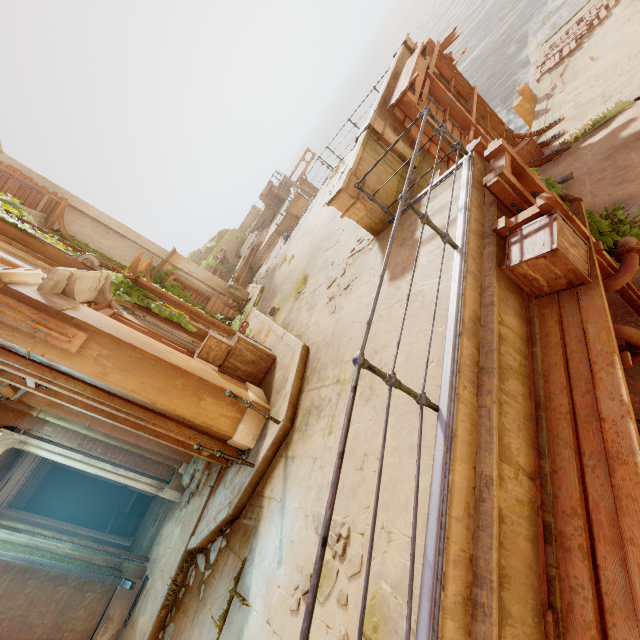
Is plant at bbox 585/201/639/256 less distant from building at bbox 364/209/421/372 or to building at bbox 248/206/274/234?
building at bbox 364/209/421/372

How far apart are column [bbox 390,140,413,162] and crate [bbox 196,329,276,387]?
5.12m

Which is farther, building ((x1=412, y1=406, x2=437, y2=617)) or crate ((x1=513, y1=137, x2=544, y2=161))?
crate ((x1=513, y1=137, x2=544, y2=161))

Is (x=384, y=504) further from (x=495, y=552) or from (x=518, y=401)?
(x=518, y=401)

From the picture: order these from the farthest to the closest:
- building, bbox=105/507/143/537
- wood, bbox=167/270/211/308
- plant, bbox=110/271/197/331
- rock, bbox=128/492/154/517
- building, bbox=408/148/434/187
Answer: wood, bbox=167/270/211/308, rock, bbox=128/492/154/517, building, bbox=105/507/143/537, plant, bbox=110/271/197/331, building, bbox=408/148/434/187

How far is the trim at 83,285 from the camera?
5.09m

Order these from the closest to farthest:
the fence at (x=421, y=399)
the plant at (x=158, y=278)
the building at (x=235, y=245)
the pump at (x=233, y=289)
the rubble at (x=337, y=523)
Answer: the fence at (x=421, y=399), the rubble at (x=337, y=523), the plant at (x=158, y=278), the pump at (x=233, y=289), the building at (x=235, y=245)

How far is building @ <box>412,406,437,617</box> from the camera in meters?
2.2 m
